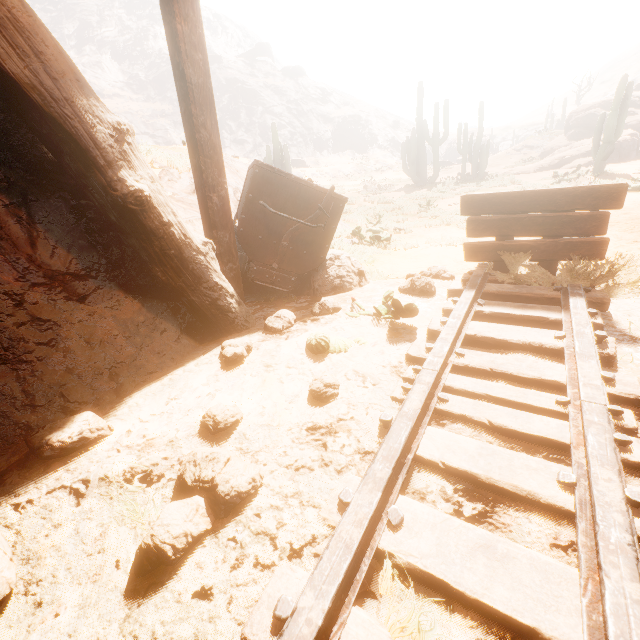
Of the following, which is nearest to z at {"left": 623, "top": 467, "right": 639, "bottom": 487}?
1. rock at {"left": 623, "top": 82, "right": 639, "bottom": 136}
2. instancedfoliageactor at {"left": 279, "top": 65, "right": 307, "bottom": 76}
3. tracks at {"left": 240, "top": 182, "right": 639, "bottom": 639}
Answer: tracks at {"left": 240, "top": 182, "right": 639, "bottom": 639}

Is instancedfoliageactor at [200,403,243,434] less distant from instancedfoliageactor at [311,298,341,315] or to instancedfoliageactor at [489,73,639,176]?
instancedfoliageactor at [311,298,341,315]

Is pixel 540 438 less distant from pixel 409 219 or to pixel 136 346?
pixel 136 346

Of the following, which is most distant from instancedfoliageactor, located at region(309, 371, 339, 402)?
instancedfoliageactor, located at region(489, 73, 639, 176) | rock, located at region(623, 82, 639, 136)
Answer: rock, located at region(623, 82, 639, 136)

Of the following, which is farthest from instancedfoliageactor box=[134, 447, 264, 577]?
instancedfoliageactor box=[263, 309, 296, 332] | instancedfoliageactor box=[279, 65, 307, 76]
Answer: instancedfoliageactor box=[279, 65, 307, 76]

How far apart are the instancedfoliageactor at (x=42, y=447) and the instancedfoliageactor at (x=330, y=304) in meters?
1.8

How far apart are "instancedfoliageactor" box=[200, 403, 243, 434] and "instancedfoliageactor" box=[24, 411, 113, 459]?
0.5m

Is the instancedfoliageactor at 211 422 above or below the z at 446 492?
above
